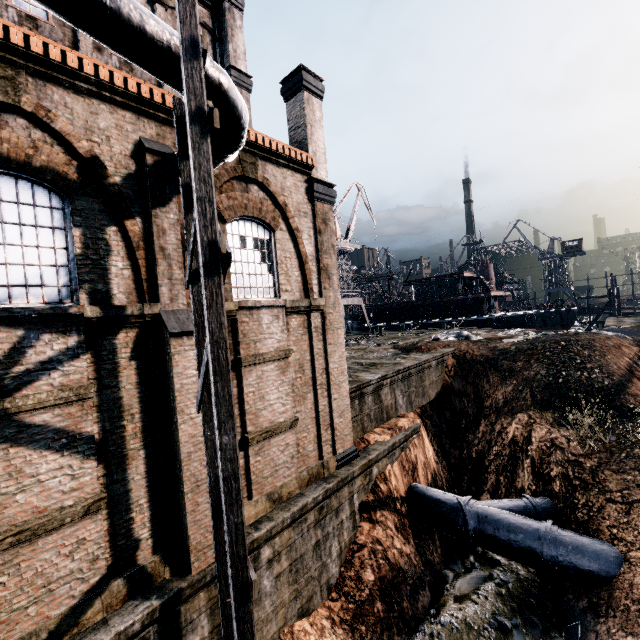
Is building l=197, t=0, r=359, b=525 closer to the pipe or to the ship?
Answer: the pipe

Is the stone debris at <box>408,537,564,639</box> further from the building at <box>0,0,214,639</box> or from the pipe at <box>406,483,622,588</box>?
the building at <box>0,0,214,639</box>

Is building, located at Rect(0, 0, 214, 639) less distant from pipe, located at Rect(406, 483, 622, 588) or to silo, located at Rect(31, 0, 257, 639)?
silo, located at Rect(31, 0, 257, 639)

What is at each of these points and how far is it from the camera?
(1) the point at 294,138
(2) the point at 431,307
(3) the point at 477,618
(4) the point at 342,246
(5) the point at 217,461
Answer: (1) building, 13.48m
(2) ship, 54.34m
(3) stone debris, 10.88m
(4) crane, 48.06m
(5) silo, 7.29m

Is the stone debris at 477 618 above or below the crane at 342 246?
below

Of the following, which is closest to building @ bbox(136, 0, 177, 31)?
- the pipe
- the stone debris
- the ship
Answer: the pipe

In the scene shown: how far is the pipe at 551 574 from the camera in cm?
Result: 1067

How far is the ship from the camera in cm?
4462
